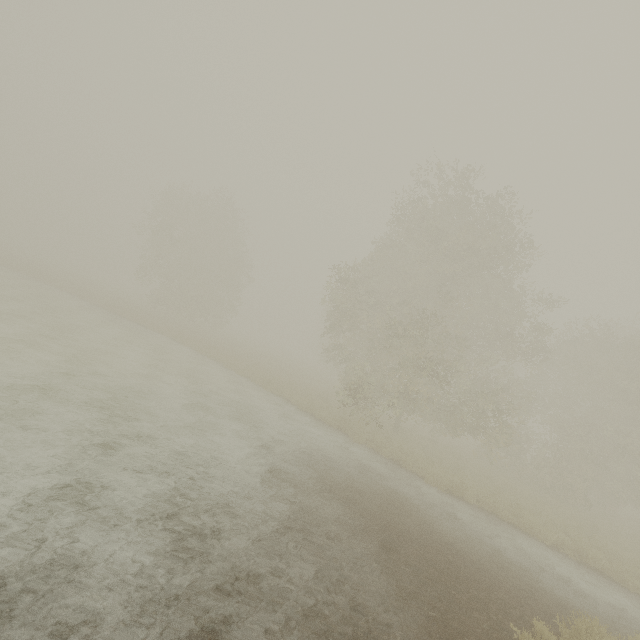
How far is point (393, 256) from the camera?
22.2 meters
